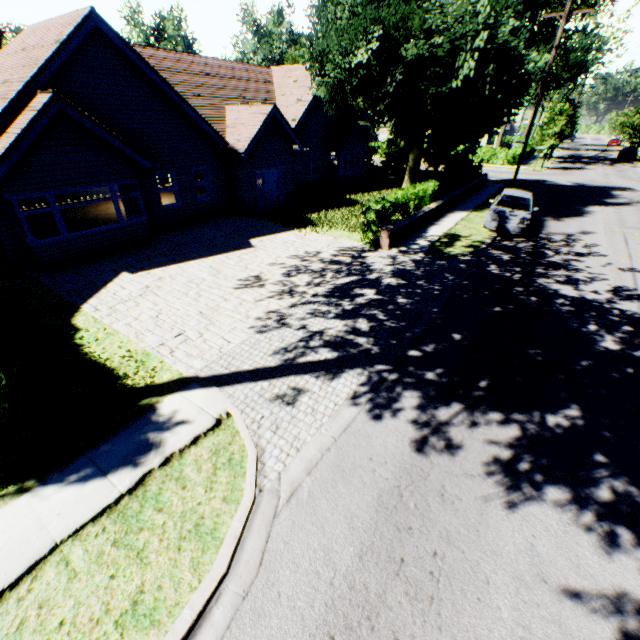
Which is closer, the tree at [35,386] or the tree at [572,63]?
the tree at [35,386]

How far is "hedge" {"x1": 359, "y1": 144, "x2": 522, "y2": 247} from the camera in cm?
1345

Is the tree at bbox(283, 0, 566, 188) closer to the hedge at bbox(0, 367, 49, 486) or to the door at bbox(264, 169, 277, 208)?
the hedge at bbox(0, 367, 49, 486)

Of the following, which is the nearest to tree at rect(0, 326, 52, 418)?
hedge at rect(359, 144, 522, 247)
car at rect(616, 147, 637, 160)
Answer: hedge at rect(359, 144, 522, 247)

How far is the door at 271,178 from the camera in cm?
1880

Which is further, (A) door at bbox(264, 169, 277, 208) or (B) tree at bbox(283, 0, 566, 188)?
(A) door at bbox(264, 169, 277, 208)

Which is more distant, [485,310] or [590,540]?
[485,310]

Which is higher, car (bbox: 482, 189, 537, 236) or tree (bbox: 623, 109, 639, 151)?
tree (bbox: 623, 109, 639, 151)
